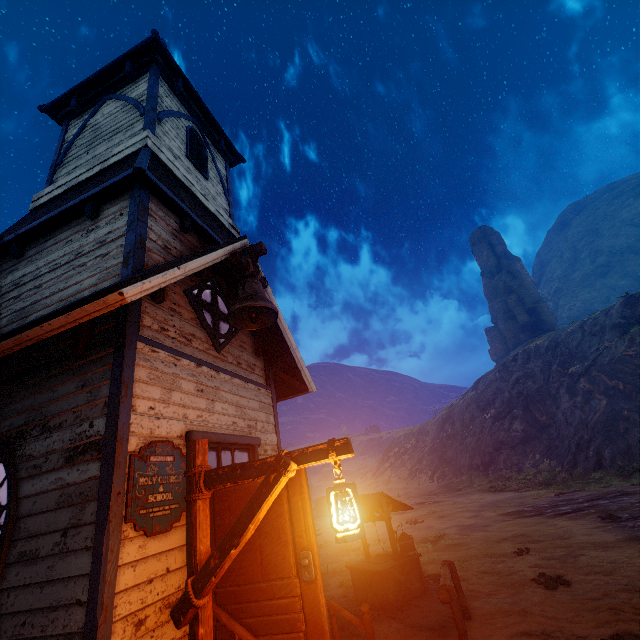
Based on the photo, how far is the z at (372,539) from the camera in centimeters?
1292cm

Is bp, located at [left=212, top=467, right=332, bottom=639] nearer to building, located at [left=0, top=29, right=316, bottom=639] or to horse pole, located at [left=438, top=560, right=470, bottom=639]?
building, located at [left=0, top=29, right=316, bottom=639]

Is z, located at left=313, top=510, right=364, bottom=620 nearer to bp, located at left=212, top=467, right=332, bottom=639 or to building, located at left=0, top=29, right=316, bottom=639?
building, located at left=0, top=29, right=316, bottom=639

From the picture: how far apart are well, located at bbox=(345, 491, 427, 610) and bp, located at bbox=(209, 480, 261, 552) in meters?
Answer: 4.9 m

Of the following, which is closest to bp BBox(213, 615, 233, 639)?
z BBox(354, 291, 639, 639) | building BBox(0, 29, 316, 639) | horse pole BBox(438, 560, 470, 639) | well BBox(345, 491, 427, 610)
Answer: building BBox(0, 29, 316, 639)

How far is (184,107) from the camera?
9.3m

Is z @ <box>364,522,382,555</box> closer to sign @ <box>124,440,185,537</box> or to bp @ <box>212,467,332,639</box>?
bp @ <box>212,467,332,639</box>

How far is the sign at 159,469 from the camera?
3.5m
